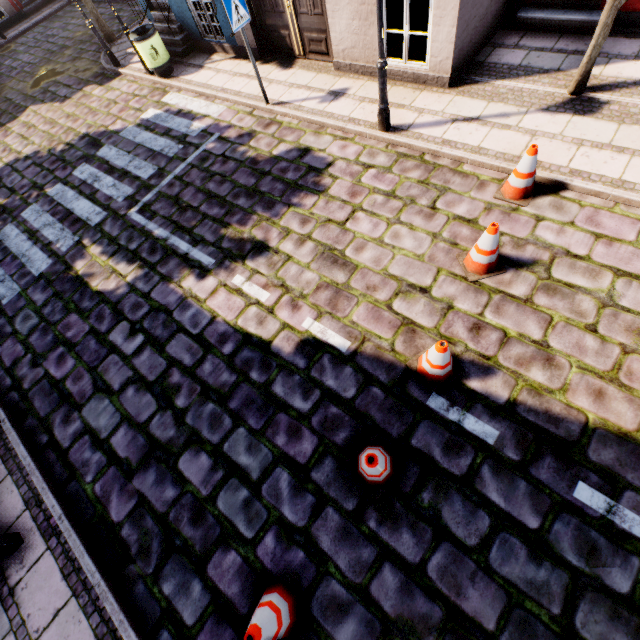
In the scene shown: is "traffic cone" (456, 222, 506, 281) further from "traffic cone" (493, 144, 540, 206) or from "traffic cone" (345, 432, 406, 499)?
"traffic cone" (345, 432, 406, 499)

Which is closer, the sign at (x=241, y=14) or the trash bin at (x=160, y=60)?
the sign at (x=241, y=14)

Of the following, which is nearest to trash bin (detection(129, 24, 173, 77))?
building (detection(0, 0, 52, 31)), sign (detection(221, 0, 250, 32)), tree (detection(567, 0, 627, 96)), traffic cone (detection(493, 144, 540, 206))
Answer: building (detection(0, 0, 52, 31))

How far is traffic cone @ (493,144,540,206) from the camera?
4.3m

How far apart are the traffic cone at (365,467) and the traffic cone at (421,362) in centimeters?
79cm

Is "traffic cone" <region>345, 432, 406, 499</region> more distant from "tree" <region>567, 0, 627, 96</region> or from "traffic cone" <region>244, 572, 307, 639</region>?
"tree" <region>567, 0, 627, 96</region>

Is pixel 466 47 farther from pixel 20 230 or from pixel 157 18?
pixel 20 230

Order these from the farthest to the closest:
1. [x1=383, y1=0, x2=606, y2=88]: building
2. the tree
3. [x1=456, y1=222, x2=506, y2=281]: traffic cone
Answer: [x1=383, y1=0, x2=606, y2=88]: building
the tree
[x1=456, y1=222, x2=506, y2=281]: traffic cone
